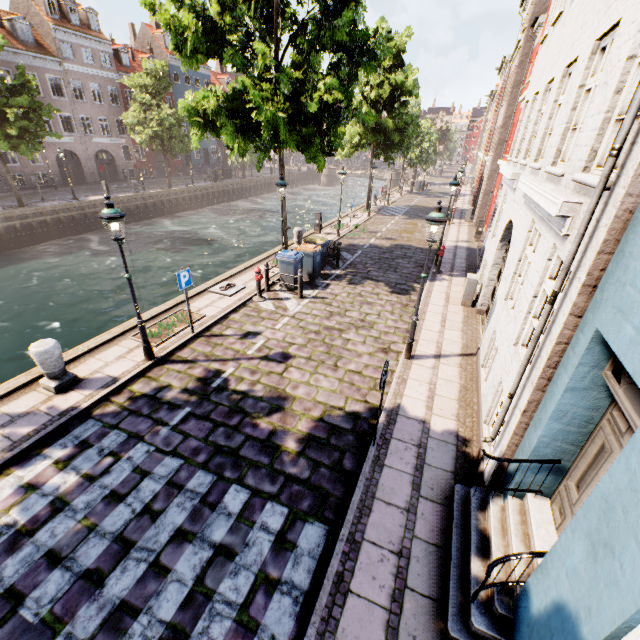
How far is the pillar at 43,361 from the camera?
6.6 meters

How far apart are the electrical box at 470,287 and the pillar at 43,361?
11.58m

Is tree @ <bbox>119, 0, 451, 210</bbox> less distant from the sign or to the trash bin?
the trash bin

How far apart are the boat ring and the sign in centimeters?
280cm

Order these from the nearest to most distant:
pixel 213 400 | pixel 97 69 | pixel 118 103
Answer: pixel 213 400 < pixel 97 69 < pixel 118 103

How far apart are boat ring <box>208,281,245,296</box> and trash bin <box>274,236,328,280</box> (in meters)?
2.42

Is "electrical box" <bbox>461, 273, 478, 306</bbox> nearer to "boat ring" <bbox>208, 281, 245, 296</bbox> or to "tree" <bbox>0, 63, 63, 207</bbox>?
"tree" <bbox>0, 63, 63, 207</bbox>

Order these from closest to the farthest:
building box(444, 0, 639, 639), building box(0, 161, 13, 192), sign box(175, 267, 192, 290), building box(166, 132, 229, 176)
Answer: building box(444, 0, 639, 639), sign box(175, 267, 192, 290), building box(0, 161, 13, 192), building box(166, 132, 229, 176)
